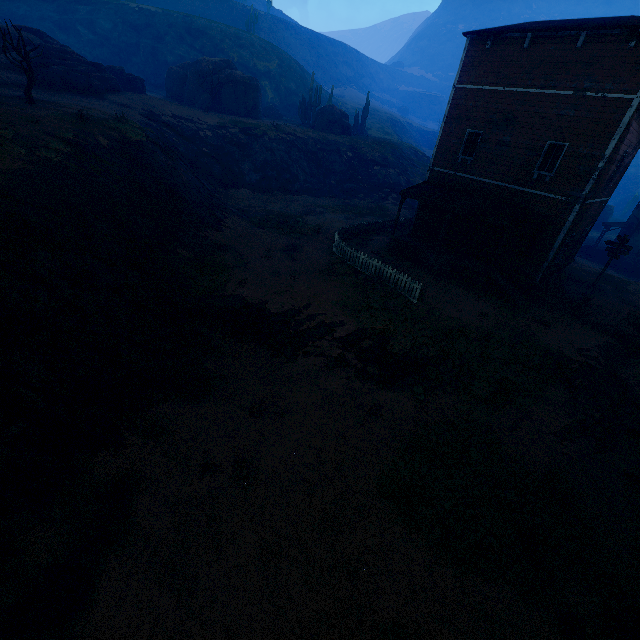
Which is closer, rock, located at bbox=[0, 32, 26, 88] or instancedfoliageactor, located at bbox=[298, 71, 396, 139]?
rock, located at bbox=[0, 32, 26, 88]

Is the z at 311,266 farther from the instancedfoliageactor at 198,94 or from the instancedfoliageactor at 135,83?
the instancedfoliageactor at 135,83

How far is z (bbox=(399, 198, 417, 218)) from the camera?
31.89m

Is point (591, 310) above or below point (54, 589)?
above

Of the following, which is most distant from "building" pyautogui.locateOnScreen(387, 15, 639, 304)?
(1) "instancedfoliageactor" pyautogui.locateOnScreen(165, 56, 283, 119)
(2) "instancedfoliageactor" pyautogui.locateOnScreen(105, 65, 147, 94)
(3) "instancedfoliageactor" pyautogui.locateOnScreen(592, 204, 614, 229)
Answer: (2) "instancedfoliageactor" pyautogui.locateOnScreen(105, 65, 147, 94)

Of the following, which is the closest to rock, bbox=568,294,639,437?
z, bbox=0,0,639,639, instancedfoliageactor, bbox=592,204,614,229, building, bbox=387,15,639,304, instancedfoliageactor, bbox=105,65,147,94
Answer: z, bbox=0,0,639,639

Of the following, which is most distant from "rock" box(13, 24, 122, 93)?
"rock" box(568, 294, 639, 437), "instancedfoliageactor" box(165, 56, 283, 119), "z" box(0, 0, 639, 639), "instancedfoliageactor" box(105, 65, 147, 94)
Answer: "rock" box(568, 294, 639, 437)

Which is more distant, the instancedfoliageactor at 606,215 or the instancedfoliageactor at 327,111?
the instancedfoliageactor at 606,215
